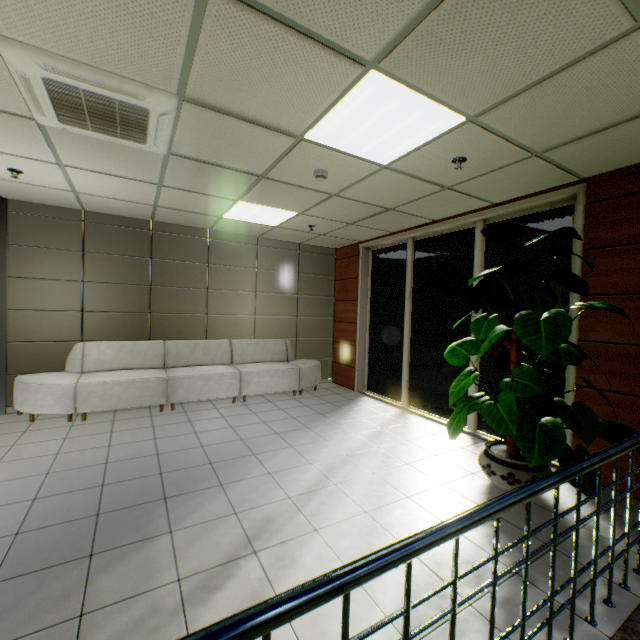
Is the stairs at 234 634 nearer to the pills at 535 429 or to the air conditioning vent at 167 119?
the pills at 535 429

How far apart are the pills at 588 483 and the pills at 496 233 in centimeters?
125cm

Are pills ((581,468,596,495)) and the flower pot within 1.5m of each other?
yes

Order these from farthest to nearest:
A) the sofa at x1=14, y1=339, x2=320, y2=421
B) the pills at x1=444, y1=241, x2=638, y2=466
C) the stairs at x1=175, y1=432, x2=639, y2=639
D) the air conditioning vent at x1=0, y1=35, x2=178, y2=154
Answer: the sofa at x1=14, y1=339, x2=320, y2=421, the pills at x1=444, y1=241, x2=638, y2=466, the air conditioning vent at x1=0, y1=35, x2=178, y2=154, the stairs at x1=175, y1=432, x2=639, y2=639

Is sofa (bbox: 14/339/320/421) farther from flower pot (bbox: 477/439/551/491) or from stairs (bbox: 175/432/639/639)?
stairs (bbox: 175/432/639/639)

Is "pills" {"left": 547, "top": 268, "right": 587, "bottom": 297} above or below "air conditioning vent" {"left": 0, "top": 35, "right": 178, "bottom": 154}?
below

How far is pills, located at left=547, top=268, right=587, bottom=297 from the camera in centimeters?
303cm

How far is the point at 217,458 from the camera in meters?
3.7
